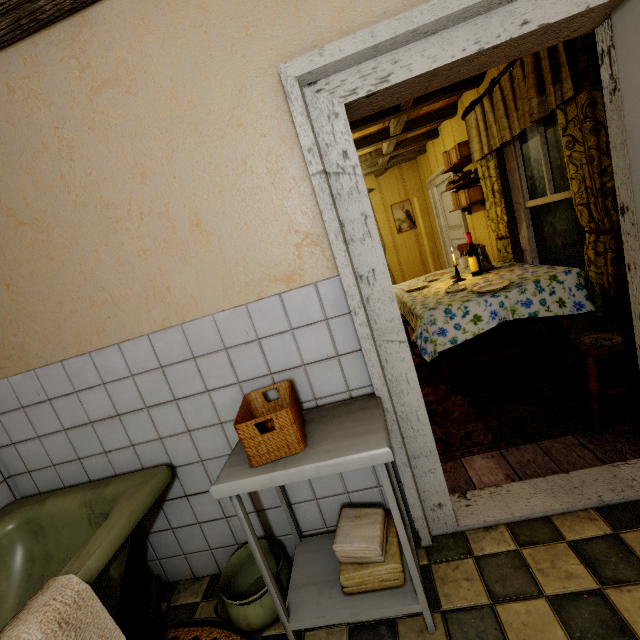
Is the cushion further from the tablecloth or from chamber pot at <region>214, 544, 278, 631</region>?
chamber pot at <region>214, 544, 278, 631</region>

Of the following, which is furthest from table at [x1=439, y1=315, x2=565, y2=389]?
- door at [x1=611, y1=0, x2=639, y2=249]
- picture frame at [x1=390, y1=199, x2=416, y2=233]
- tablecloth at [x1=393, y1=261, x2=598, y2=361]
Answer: picture frame at [x1=390, y1=199, x2=416, y2=233]

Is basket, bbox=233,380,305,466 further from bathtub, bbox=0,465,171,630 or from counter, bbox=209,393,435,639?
bathtub, bbox=0,465,171,630

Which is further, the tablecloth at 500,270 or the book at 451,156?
the book at 451,156

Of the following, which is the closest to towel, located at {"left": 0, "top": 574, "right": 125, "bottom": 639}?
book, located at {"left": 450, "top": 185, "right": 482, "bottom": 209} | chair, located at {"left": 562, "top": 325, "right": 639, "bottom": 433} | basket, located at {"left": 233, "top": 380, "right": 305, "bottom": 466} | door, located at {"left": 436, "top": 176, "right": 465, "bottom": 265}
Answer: basket, located at {"left": 233, "top": 380, "right": 305, "bottom": 466}

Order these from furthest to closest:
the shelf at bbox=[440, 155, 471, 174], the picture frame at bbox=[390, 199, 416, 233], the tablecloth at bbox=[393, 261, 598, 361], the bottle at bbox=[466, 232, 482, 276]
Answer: the picture frame at bbox=[390, 199, 416, 233]
the shelf at bbox=[440, 155, 471, 174]
the bottle at bbox=[466, 232, 482, 276]
the tablecloth at bbox=[393, 261, 598, 361]

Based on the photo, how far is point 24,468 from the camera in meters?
1.8

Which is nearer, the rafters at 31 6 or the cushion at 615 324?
the rafters at 31 6
